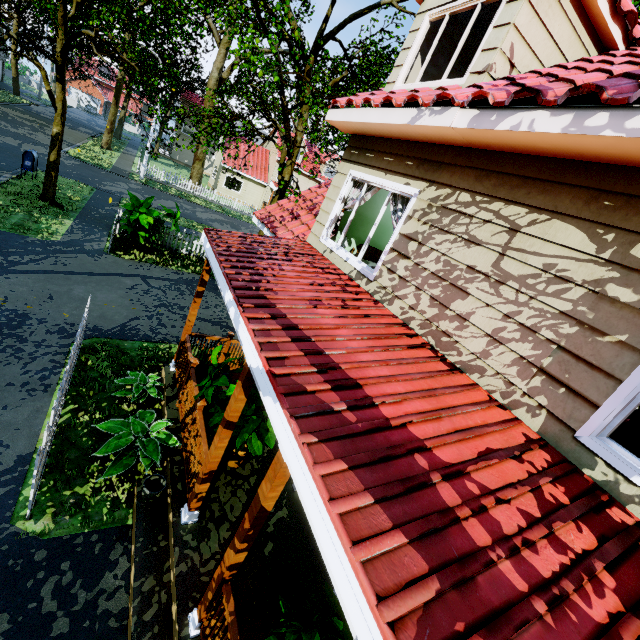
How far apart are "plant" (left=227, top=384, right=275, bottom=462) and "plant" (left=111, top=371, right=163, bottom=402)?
1.6 meters

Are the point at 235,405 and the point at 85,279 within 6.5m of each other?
no

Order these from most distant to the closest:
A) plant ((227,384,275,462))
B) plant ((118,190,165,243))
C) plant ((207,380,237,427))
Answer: plant ((118,190,165,243)), plant ((207,380,237,427)), plant ((227,384,275,462))

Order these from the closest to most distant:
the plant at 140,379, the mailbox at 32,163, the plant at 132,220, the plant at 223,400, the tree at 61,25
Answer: the plant at 223,400 < the plant at 140,379 < the tree at 61,25 < the plant at 132,220 < the mailbox at 32,163

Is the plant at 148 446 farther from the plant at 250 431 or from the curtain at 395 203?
the curtain at 395 203

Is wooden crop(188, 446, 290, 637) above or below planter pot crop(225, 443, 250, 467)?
above

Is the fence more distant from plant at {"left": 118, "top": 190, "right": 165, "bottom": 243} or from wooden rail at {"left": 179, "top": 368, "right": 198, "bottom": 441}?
plant at {"left": 118, "top": 190, "right": 165, "bottom": 243}

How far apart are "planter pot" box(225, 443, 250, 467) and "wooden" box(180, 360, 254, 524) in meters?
0.9 m
